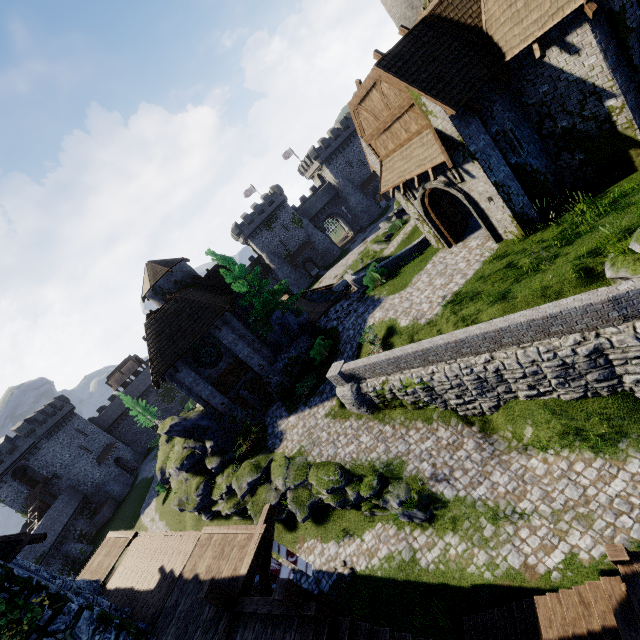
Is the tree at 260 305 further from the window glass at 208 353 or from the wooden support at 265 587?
the wooden support at 265 587

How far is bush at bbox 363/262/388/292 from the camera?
21.5 meters

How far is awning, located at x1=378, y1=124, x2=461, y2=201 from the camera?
12.3m

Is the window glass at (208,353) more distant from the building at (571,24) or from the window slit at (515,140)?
the window slit at (515,140)

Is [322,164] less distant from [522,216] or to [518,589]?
[522,216]

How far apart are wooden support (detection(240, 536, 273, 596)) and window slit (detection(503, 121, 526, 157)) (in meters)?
15.96

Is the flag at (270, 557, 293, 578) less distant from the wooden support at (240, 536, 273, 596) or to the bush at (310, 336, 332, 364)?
the wooden support at (240, 536, 273, 596)

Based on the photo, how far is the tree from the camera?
24.4 meters
